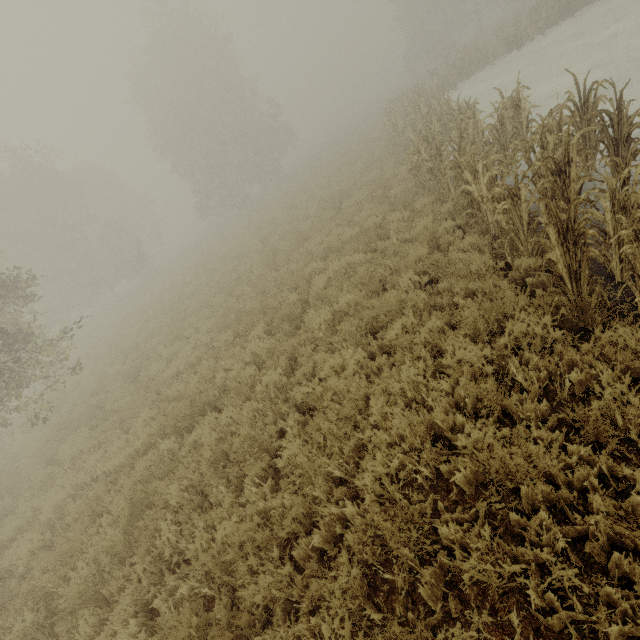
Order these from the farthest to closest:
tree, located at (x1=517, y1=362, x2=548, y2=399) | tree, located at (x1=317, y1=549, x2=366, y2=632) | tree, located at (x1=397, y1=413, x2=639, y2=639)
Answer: tree, located at (x1=517, y1=362, x2=548, y2=399) → tree, located at (x1=317, y1=549, x2=366, y2=632) → tree, located at (x1=397, y1=413, x2=639, y2=639)

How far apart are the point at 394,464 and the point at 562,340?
2.7 meters

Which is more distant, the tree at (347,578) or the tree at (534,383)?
the tree at (534,383)

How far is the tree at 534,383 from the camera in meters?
3.6

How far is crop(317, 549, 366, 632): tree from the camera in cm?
283

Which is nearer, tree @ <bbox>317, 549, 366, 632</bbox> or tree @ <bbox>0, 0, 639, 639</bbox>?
tree @ <bbox>317, 549, 366, 632</bbox>
